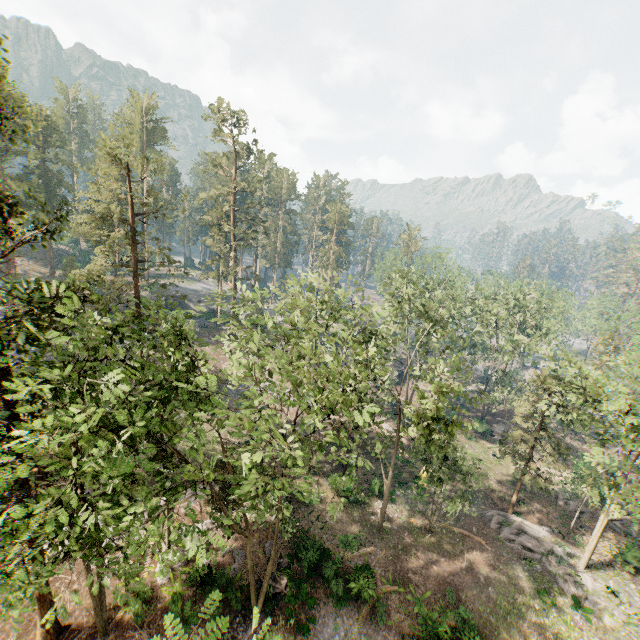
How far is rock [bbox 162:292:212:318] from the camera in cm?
5519

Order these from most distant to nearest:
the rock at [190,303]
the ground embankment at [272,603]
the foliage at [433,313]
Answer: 1. the rock at [190,303]
2. the ground embankment at [272,603]
3. the foliage at [433,313]

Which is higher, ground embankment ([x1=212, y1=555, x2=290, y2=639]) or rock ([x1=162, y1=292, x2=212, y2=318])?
rock ([x1=162, y1=292, x2=212, y2=318])

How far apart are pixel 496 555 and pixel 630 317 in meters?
44.4 m

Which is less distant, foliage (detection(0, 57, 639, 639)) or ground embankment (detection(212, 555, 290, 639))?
foliage (detection(0, 57, 639, 639))

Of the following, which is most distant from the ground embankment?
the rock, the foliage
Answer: the rock

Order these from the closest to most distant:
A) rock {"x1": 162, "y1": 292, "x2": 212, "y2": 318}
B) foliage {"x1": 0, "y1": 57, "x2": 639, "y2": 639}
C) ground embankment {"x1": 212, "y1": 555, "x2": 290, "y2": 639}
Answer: foliage {"x1": 0, "y1": 57, "x2": 639, "y2": 639} < ground embankment {"x1": 212, "y1": 555, "x2": 290, "y2": 639} < rock {"x1": 162, "y1": 292, "x2": 212, "y2": 318}

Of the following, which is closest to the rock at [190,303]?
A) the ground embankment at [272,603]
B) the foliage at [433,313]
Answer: the foliage at [433,313]
